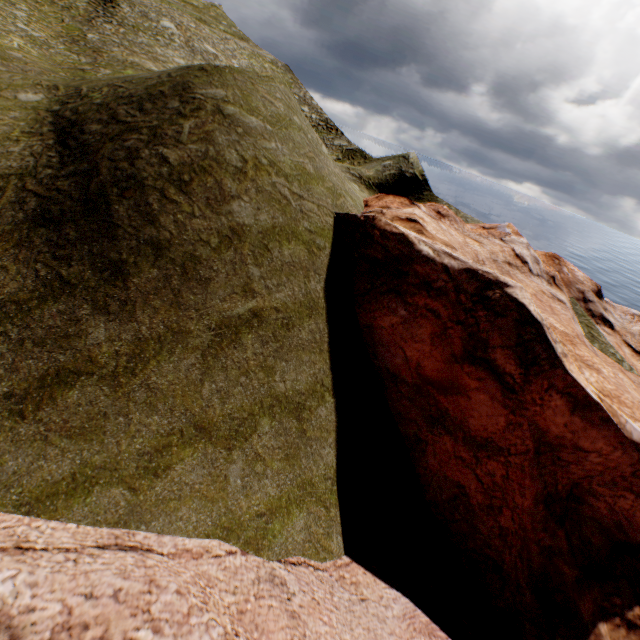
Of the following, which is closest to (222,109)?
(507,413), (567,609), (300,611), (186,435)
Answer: (186,435)
